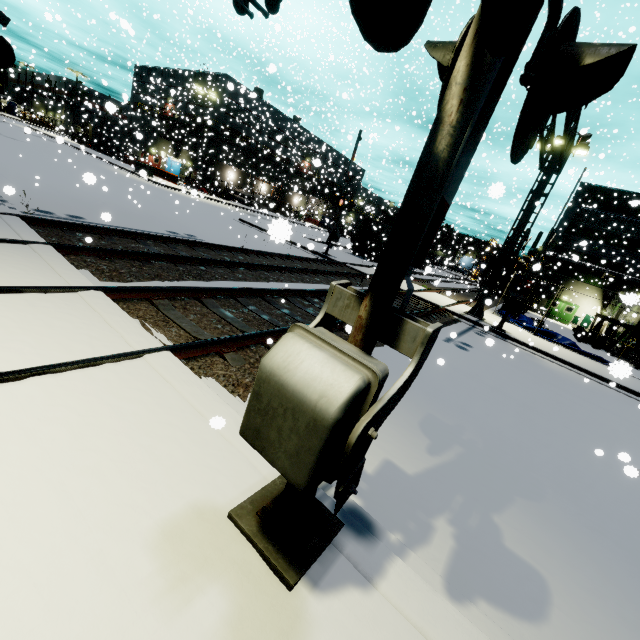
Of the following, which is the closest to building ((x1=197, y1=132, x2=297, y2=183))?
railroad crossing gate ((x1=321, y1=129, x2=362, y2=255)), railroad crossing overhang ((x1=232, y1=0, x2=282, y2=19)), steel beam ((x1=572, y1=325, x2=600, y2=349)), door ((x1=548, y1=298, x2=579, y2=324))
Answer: door ((x1=548, y1=298, x2=579, y2=324))

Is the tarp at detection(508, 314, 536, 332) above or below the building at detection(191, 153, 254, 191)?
below

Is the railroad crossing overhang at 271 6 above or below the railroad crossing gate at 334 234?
above

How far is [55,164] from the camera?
20.5 meters

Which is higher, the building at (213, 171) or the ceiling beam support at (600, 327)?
the building at (213, 171)

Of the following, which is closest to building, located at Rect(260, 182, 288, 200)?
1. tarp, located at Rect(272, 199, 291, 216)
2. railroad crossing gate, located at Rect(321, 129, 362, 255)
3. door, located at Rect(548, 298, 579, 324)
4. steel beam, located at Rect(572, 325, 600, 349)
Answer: door, located at Rect(548, 298, 579, 324)

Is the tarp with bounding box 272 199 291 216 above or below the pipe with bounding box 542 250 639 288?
below

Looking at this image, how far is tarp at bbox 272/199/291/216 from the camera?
42.4m
